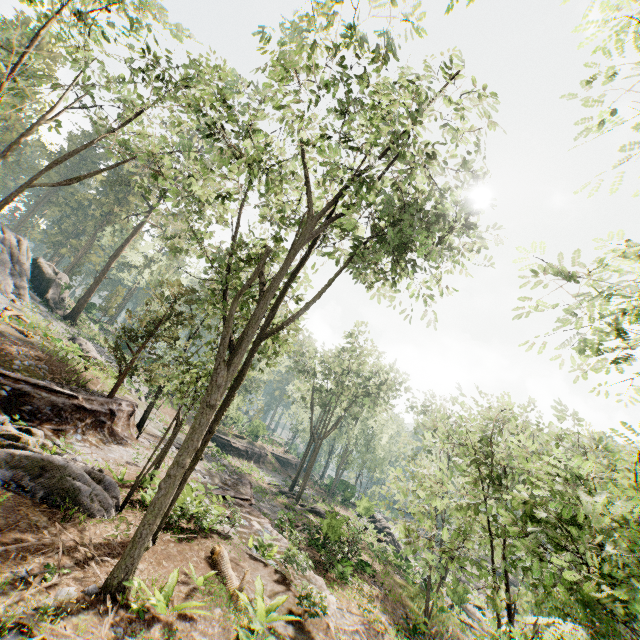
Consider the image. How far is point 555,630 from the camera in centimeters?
413cm

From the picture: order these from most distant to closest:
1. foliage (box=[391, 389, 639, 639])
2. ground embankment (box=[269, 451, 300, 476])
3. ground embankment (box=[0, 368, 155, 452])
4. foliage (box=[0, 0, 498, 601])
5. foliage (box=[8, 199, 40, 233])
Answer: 1. foliage (box=[8, 199, 40, 233])
2. ground embankment (box=[269, 451, 300, 476])
3. ground embankment (box=[0, 368, 155, 452])
4. foliage (box=[0, 0, 498, 601])
5. foliage (box=[391, 389, 639, 639])

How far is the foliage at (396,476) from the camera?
8.3 meters

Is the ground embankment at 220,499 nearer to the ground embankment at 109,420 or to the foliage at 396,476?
the foliage at 396,476

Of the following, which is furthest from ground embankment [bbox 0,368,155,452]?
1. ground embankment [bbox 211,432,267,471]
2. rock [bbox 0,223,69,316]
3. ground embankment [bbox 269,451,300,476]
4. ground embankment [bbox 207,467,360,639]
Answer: ground embankment [bbox 269,451,300,476]

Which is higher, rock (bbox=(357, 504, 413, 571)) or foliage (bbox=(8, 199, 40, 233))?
foliage (bbox=(8, 199, 40, 233))

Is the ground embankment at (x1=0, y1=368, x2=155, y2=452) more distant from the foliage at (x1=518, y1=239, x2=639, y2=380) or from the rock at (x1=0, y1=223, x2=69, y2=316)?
the rock at (x1=0, y1=223, x2=69, y2=316)

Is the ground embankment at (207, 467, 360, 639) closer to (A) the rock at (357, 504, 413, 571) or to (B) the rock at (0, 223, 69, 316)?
(A) the rock at (357, 504, 413, 571)
